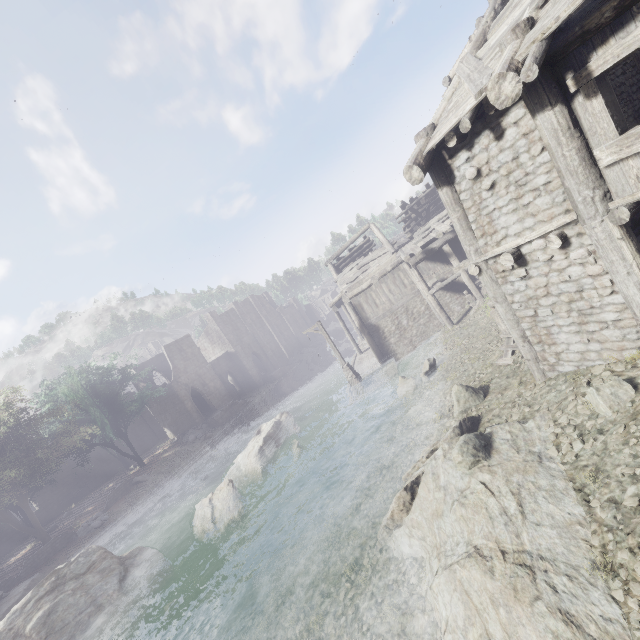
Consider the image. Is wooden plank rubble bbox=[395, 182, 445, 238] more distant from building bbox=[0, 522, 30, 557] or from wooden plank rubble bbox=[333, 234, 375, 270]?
wooden plank rubble bbox=[333, 234, 375, 270]

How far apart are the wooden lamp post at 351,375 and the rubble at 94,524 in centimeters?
1980cm

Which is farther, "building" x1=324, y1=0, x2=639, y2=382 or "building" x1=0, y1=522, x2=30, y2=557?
"building" x1=0, y1=522, x2=30, y2=557

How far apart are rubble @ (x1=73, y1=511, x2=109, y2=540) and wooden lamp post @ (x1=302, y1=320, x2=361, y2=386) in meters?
19.8

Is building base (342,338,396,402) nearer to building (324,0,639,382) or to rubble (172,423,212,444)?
building (324,0,639,382)

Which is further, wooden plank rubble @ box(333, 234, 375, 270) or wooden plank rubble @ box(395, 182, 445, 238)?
wooden plank rubble @ box(333, 234, 375, 270)

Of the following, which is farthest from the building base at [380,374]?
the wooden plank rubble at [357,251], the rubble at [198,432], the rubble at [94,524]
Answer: the rubble at [94,524]

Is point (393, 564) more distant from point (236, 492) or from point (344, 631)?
point (236, 492)
